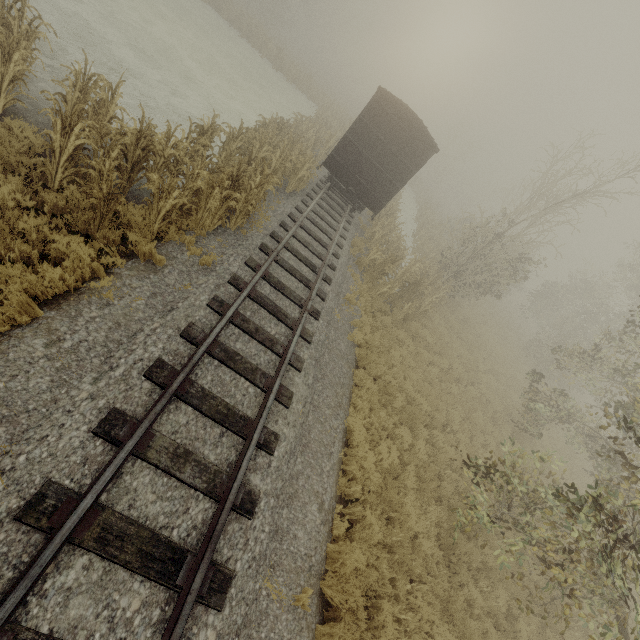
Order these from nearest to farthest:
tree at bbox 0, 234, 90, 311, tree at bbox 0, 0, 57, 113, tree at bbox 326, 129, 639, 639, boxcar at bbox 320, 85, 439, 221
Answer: tree at bbox 0, 234, 90, 311, tree at bbox 326, 129, 639, 639, tree at bbox 0, 0, 57, 113, boxcar at bbox 320, 85, 439, 221

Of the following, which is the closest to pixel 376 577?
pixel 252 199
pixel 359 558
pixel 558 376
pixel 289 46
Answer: pixel 359 558

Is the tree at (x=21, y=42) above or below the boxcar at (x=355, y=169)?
below

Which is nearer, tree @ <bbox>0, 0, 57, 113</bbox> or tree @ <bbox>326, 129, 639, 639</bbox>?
tree @ <bbox>326, 129, 639, 639</bbox>

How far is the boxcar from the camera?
12.9m

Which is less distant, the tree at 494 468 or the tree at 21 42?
the tree at 494 468
